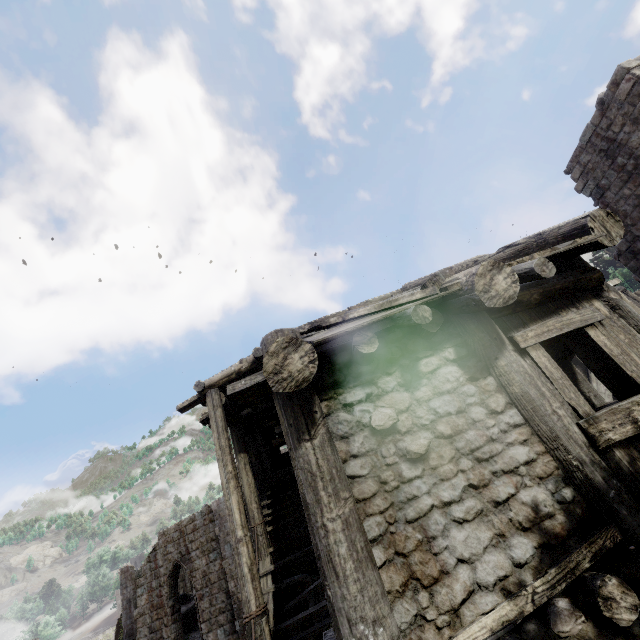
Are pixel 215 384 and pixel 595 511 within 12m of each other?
yes
